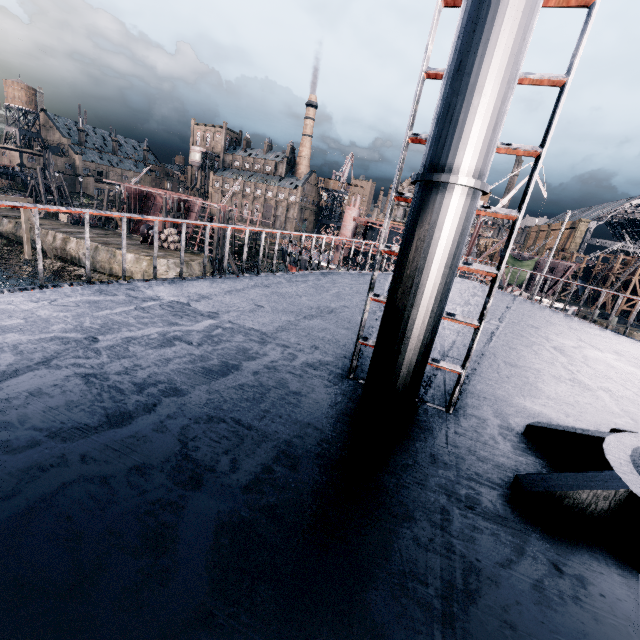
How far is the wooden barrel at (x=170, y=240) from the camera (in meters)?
42.66

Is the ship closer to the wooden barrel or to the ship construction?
the ship construction

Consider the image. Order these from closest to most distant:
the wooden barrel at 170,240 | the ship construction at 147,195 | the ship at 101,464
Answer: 1. the ship at 101,464
2. the wooden barrel at 170,240
3. the ship construction at 147,195

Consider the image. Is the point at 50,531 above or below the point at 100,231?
above

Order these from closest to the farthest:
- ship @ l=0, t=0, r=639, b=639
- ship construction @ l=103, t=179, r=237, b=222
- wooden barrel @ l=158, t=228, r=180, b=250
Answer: ship @ l=0, t=0, r=639, b=639
wooden barrel @ l=158, t=228, r=180, b=250
ship construction @ l=103, t=179, r=237, b=222

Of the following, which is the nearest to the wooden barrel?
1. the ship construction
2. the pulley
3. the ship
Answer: the pulley

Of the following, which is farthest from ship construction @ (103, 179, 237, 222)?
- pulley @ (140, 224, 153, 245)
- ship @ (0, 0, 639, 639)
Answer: ship @ (0, 0, 639, 639)

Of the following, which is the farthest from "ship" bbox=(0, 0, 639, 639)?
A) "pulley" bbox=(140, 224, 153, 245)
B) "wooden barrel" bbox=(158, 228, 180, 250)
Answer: "pulley" bbox=(140, 224, 153, 245)
